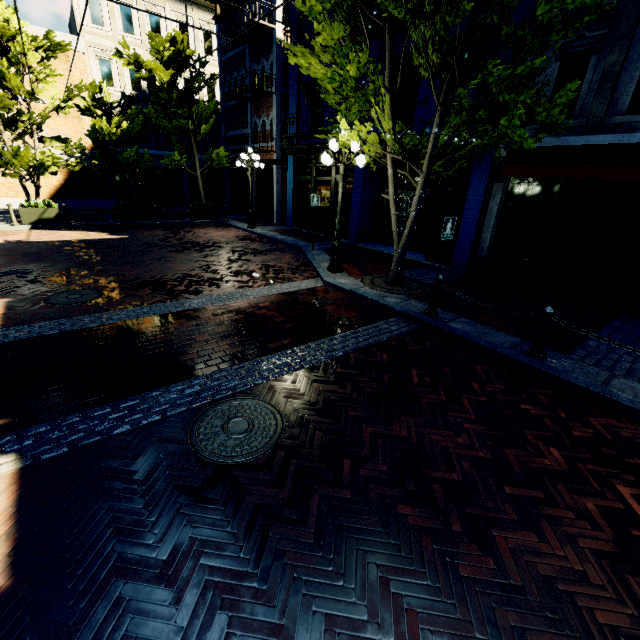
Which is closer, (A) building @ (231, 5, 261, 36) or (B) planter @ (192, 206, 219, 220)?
(A) building @ (231, 5, 261, 36)

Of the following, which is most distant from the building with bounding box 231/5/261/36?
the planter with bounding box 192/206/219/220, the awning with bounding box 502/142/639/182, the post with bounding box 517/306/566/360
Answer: the post with bounding box 517/306/566/360

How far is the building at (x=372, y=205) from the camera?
12.8m

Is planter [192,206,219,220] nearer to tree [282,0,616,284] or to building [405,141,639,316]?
tree [282,0,616,284]

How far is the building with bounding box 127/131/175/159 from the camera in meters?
22.1

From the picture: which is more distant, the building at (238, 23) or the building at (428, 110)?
the building at (238, 23)

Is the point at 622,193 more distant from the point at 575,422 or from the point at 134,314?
the point at 134,314

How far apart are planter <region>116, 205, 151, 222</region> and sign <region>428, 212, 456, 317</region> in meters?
15.6
